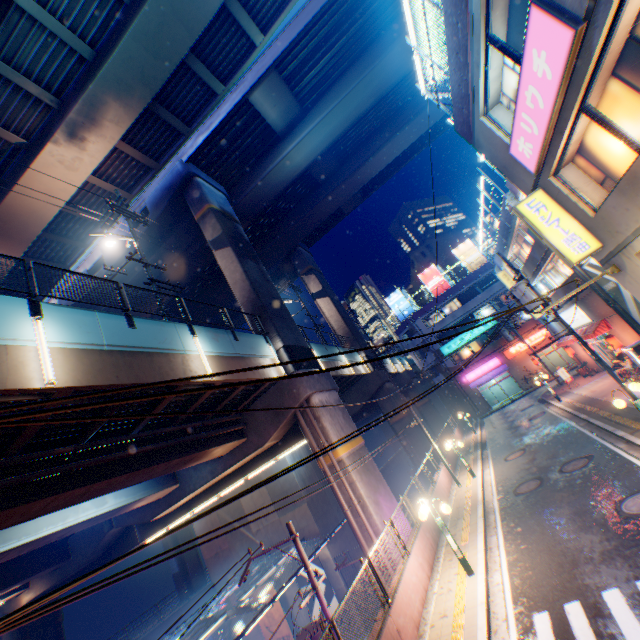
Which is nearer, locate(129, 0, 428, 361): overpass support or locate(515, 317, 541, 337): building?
locate(129, 0, 428, 361): overpass support

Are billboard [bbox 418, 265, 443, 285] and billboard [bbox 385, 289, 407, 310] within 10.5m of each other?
yes

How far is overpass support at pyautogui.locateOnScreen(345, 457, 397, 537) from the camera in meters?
13.9 m

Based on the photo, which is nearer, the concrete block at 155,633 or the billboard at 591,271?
→ the billboard at 591,271

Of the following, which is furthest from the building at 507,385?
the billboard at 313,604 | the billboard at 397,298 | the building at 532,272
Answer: the billboard at 313,604

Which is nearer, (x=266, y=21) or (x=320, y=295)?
(x=266, y=21)

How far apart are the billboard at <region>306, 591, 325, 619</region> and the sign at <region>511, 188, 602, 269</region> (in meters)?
24.73

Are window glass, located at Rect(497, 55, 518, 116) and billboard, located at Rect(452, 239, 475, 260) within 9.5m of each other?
no
